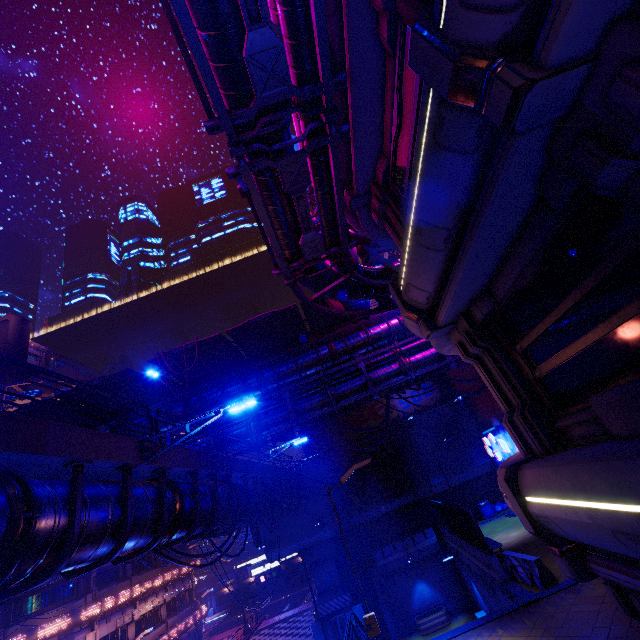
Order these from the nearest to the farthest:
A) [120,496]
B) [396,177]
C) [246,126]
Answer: [246,126]
[120,496]
[396,177]

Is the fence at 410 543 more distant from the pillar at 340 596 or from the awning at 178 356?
the awning at 178 356

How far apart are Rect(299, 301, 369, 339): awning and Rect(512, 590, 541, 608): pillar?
14.3m

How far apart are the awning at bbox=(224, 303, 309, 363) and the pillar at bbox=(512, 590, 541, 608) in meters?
14.8

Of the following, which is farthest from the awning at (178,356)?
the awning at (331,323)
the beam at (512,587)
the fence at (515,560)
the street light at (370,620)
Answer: the beam at (512,587)

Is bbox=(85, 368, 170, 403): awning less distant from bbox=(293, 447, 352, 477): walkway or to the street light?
bbox=(293, 447, 352, 477): walkway

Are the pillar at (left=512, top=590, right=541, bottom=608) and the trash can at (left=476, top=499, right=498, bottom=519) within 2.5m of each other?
no

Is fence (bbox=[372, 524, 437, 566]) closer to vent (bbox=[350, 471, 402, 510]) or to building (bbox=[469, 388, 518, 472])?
vent (bbox=[350, 471, 402, 510])
